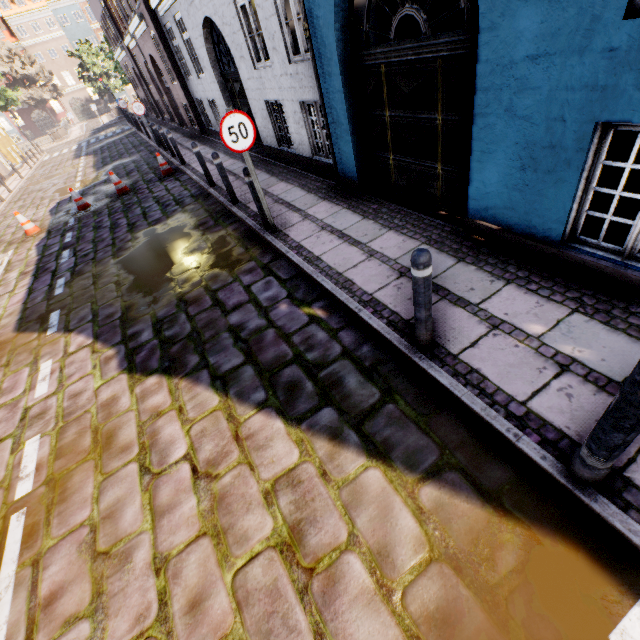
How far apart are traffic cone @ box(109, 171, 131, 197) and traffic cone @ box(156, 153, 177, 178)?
1.06m

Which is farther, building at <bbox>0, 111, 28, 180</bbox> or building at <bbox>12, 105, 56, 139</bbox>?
building at <bbox>12, 105, 56, 139</bbox>

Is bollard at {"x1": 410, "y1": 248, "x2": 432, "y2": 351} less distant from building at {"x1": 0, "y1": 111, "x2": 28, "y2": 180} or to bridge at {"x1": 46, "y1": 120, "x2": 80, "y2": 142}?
building at {"x1": 0, "y1": 111, "x2": 28, "y2": 180}

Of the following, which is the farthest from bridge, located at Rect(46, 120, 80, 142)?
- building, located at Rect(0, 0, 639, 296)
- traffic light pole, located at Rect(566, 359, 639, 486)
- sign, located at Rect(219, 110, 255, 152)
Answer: traffic light pole, located at Rect(566, 359, 639, 486)

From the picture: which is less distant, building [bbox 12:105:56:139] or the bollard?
the bollard

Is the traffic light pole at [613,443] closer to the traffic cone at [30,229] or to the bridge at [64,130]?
the traffic cone at [30,229]

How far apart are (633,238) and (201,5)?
11.4m

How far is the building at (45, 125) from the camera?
50.56m
